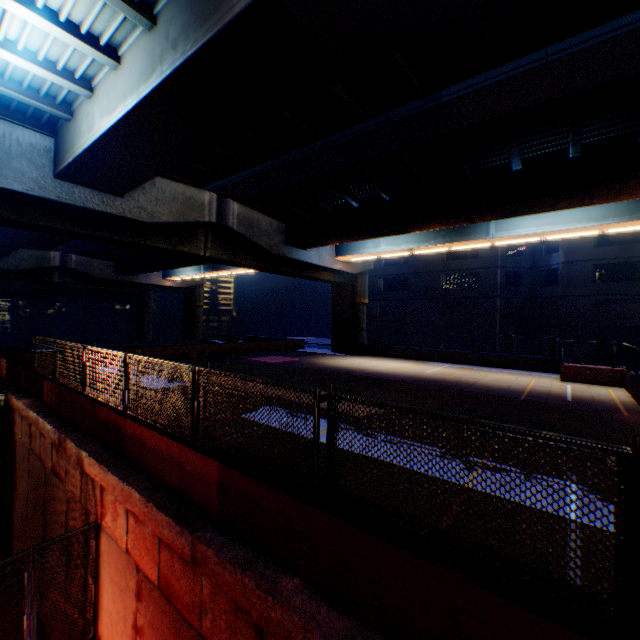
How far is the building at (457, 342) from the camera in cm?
3284

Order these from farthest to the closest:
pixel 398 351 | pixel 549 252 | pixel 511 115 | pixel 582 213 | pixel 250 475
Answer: pixel 549 252
pixel 398 351
pixel 582 213
pixel 511 115
pixel 250 475

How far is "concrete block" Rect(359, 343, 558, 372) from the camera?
20.4 meters

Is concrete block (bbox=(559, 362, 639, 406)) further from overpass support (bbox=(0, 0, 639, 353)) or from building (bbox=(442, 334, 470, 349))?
building (bbox=(442, 334, 470, 349))

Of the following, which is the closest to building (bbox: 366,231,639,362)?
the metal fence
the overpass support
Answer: the overpass support

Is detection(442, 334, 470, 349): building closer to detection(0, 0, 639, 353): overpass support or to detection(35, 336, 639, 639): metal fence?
detection(0, 0, 639, 353): overpass support

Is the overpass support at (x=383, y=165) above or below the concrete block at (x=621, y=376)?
above
